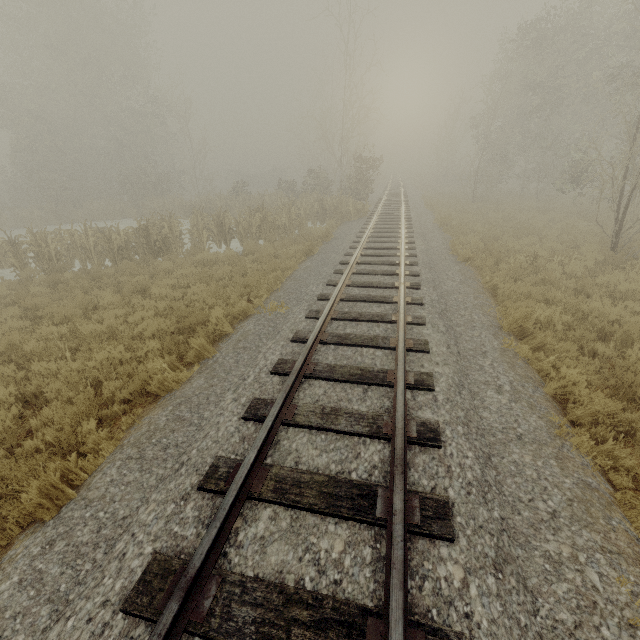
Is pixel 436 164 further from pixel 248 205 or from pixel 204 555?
pixel 204 555

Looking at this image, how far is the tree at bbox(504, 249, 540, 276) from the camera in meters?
9.7 m

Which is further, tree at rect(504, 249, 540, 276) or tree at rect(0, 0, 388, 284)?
tree at rect(0, 0, 388, 284)

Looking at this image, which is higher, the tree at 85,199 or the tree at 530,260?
the tree at 85,199

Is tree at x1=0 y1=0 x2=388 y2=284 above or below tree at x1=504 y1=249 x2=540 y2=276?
above

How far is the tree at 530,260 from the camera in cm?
972
